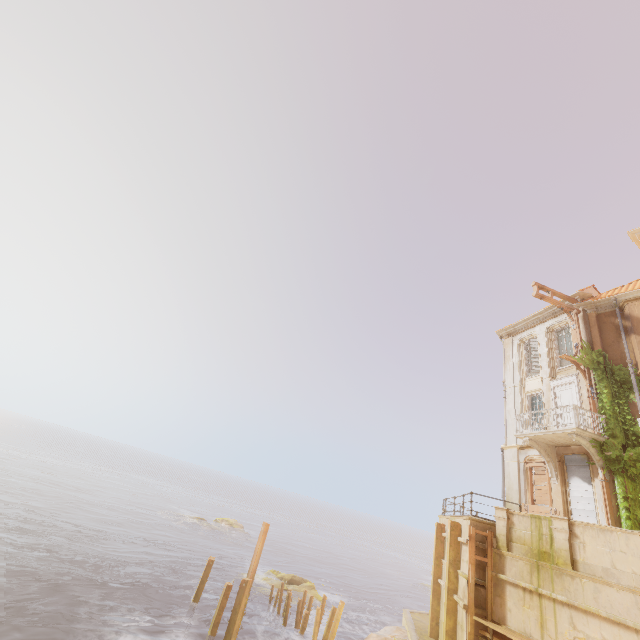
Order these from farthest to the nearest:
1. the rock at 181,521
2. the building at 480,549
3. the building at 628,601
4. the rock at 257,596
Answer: the rock at 181,521 → the rock at 257,596 → the building at 480,549 → the building at 628,601

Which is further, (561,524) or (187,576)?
(187,576)

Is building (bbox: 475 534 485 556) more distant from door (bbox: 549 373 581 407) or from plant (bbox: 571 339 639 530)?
door (bbox: 549 373 581 407)

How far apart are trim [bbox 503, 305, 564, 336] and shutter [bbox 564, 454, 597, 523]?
8.20m

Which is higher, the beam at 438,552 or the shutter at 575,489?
the shutter at 575,489

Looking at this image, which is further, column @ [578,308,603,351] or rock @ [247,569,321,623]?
rock @ [247,569,321,623]

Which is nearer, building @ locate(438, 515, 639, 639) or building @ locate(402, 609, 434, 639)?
building @ locate(438, 515, 639, 639)

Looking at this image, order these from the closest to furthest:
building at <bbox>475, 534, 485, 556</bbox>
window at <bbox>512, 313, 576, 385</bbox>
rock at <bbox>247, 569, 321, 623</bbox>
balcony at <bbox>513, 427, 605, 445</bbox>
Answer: building at <bbox>475, 534, 485, 556</bbox>, balcony at <bbox>513, 427, 605, 445</bbox>, window at <bbox>512, 313, 576, 385</bbox>, rock at <bbox>247, 569, 321, 623</bbox>
